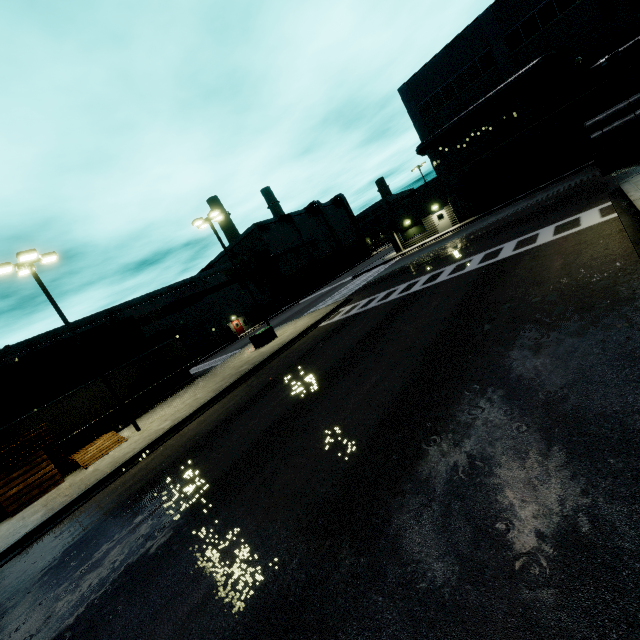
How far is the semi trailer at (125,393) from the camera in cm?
2276

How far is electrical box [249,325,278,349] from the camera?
22.6 meters

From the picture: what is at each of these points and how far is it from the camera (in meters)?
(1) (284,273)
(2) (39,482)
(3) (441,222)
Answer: (1) building, 59.03
(2) pallet, 14.03
(3) door, 35.50

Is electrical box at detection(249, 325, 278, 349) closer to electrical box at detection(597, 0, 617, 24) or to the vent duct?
the vent duct

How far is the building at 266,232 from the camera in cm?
5762

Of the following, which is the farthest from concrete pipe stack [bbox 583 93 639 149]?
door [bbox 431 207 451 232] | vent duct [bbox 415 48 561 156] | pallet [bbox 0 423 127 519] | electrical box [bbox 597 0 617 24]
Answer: pallet [bbox 0 423 127 519]

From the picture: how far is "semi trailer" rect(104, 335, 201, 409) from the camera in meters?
22.8

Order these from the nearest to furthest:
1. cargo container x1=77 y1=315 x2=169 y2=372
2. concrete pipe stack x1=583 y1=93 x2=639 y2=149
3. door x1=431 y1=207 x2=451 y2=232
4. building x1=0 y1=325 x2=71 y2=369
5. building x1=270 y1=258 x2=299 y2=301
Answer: concrete pipe stack x1=583 y1=93 x2=639 y2=149 → cargo container x1=77 y1=315 x2=169 y2=372 → building x1=0 y1=325 x2=71 y2=369 → door x1=431 y1=207 x2=451 y2=232 → building x1=270 y1=258 x2=299 y2=301
